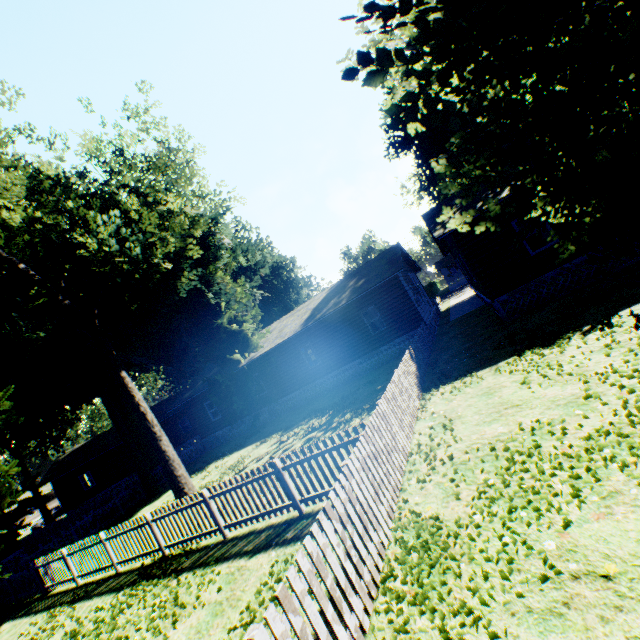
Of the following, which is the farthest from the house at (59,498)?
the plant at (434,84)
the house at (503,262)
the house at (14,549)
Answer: the house at (14,549)

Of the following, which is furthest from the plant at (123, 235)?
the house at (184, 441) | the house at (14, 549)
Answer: the house at (14, 549)

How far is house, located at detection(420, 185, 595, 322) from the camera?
12.6m

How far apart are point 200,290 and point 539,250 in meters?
18.9

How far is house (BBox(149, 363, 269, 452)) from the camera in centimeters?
2466cm

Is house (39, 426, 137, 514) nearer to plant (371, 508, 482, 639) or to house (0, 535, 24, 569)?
plant (371, 508, 482, 639)

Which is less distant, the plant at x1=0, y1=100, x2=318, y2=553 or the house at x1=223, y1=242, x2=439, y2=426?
the plant at x1=0, y1=100, x2=318, y2=553

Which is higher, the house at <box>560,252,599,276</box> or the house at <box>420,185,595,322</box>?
the house at <box>420,185,595,322</box>
